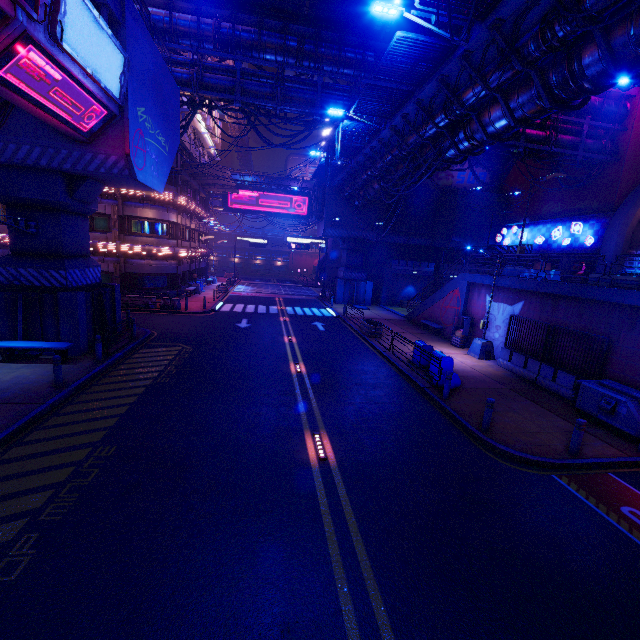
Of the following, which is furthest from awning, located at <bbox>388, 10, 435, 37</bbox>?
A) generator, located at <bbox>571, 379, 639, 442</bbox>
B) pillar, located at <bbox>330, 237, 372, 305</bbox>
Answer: generator, located at <bbox>571, 379, 639, 442</bbox>

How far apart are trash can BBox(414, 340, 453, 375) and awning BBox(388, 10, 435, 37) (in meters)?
18.48

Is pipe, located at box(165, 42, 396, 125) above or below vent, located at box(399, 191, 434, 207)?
above

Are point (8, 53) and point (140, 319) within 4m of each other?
no

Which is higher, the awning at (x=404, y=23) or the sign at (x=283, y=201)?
the awning at (x=404, y=23)

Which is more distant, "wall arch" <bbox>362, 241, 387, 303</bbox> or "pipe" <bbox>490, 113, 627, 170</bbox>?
"wall arch" <bbox>362, 241, 387, 303</bbox>

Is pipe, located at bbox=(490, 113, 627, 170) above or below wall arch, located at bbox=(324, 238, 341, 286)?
above

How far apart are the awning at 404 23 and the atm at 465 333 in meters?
16.9
